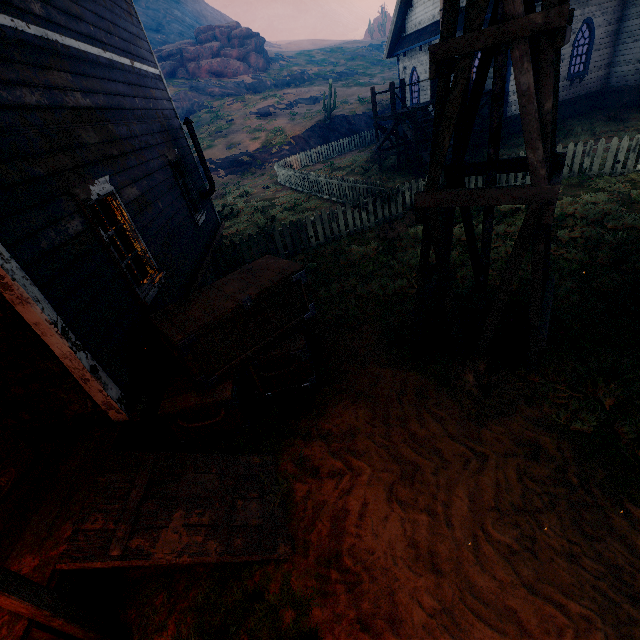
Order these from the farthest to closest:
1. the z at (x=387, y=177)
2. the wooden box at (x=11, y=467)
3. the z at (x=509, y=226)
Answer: the z at (x=387, y=177), the z at (x=509, y=226), the wooden box at (x=11, y=467)

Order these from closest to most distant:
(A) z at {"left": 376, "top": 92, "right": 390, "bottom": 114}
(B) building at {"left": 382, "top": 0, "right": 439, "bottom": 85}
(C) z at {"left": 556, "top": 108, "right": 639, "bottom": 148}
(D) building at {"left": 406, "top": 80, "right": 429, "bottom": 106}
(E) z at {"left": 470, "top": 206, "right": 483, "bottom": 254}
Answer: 1. (E) z at {"left": 470, "top": 206, "right": 483, "bottom": 254}
2. (C) z at {"left": 556, "top": 108, "right": 639, "bottom": 148}
3. (B) building at {"left": 382, "top": 0, "right": 439, "bottom": 85}
4. (D) building at {"left": 406, "top": 80, "right": 429, "bottom": 106}
5. (A) z at {"left": 376, "top": 92, "right": 390, "bottom": 114}

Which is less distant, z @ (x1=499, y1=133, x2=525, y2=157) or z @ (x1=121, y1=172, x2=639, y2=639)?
z @ (x1=121, y1=172, x2=639, y2=639)

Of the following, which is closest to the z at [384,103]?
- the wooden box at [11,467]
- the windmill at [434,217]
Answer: the windmill at [434,217]

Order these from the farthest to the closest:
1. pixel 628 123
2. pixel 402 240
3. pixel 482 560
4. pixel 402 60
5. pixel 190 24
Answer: pixel 190 24
pixel 402 60
pixel 628 123
pixel 402 240
pixel 482 560

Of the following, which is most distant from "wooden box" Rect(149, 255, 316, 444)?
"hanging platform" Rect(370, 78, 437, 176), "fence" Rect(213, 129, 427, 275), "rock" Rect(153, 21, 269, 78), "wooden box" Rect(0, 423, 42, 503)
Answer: "rock" Rect(153, 21, 269, 78)

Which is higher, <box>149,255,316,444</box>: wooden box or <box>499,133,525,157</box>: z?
<box>149,255,316,444</box>: wooden box
